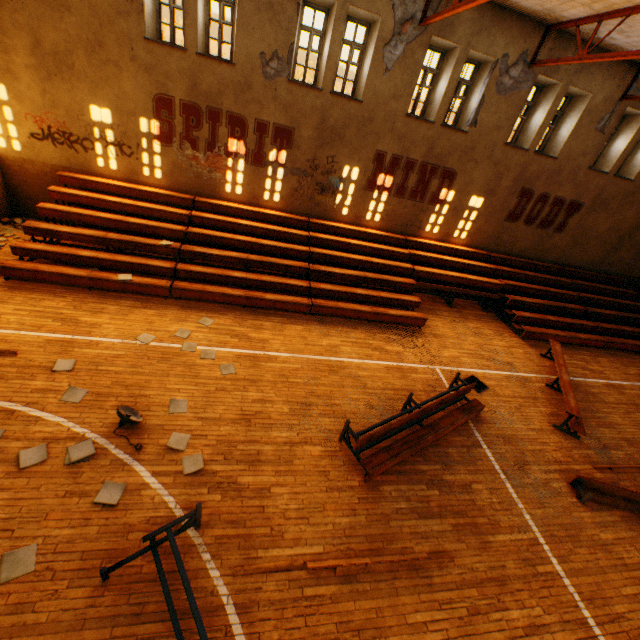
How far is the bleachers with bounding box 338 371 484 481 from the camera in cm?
608

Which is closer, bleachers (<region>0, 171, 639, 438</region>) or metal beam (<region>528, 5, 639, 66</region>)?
metal beam (<region>528, 5, 639, 66</region>)

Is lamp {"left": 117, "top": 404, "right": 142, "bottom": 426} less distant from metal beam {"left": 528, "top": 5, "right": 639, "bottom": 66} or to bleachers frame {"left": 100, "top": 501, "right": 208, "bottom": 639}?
bleachers frame {"left": 100, "top": 501, "right": 208, "bottom": 639}

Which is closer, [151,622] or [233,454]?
[151,622]

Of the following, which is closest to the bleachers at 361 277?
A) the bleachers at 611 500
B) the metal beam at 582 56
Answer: the bleachers at 611 500

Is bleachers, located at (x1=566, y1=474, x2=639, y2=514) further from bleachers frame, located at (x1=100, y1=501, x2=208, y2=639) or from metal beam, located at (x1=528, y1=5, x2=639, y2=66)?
metal beam, located at (x1=528, y1=5, x2=639, y2=66)

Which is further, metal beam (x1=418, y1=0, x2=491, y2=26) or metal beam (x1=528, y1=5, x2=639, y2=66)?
metal beam (x1=528, y1=5, x2=639, y2=66)

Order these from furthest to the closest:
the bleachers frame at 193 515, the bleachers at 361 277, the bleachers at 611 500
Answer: the bleachers at 361 277
the bleachers at 611 500
the bleachers frame at 193 515
